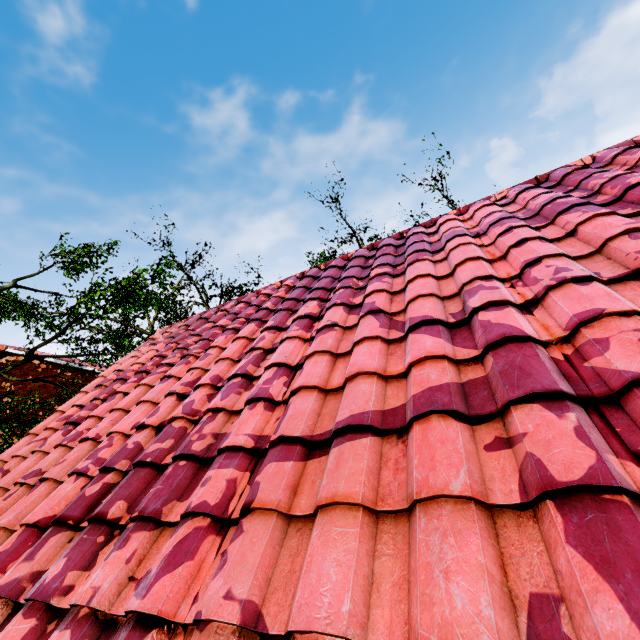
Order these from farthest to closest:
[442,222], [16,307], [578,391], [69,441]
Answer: [16,307], [442,222], [69,441], [578,391]
